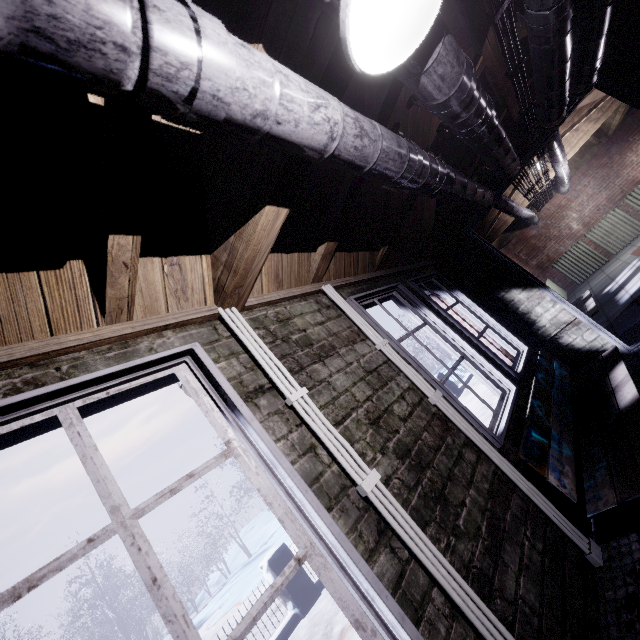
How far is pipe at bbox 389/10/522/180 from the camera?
1.0m

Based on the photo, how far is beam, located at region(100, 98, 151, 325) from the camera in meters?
0.9

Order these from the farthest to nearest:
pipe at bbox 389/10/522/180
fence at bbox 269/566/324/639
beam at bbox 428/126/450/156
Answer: fence at bbox 269/566/324/639
beam at bbox 428/126/450/156
pipe at bbox 389/10/522/180

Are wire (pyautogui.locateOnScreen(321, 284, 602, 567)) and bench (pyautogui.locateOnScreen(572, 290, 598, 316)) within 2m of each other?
no

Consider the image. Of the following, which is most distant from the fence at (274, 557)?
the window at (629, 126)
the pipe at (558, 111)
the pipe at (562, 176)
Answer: the window at (629, 126)

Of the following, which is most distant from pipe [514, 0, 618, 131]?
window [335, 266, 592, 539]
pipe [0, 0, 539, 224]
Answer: window [335, 266, 592, 539]

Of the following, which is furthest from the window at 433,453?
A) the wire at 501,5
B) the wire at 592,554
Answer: the wire at 501,5

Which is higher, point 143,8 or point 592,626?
point 143,8
